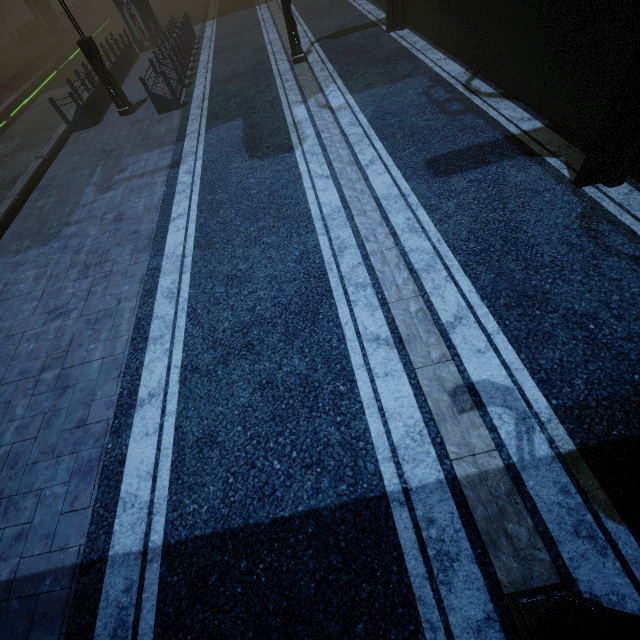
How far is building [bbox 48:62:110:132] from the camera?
12.9 meters

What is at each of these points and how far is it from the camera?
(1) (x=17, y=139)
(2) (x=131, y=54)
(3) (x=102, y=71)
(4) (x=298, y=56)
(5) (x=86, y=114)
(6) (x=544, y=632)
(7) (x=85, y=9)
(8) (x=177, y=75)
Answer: (1) train rail, 18.2m
(2) building, 19.1m
(3) street light, 12.3m
(4) street light, 13.0m
(5) building, 13.2m
(6) street light, 2.5m
(7) building, 36.7m
(8) building, 13.8m

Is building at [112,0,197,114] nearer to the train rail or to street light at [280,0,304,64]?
the train rail

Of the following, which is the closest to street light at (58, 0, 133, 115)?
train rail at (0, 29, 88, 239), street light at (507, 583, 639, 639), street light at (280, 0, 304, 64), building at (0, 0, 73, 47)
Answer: building at (0, 0, 73, 47)

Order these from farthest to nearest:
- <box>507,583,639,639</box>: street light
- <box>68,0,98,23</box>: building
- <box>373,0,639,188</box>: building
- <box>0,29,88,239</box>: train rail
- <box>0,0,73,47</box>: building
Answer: <box>68,0,98,23</box>: building < <box>0,0,73,47</box>: building < <box>0,29,88,239</box>: train rail < <box>373,0,639,188</box>: building < <box>507,583,639,639</box>: street light

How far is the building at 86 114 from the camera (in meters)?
12.95

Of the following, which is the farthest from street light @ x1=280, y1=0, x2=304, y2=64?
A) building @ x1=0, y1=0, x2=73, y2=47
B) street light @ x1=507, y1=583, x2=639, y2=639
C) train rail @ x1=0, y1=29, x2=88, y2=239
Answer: street light @ x1=507, y1=583, x2=639, y2=639

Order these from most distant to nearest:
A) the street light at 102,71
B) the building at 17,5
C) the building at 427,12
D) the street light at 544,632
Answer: the building at 17,5 < the street light at 102,71 < the building at 427,12 < the street light at 544,632
